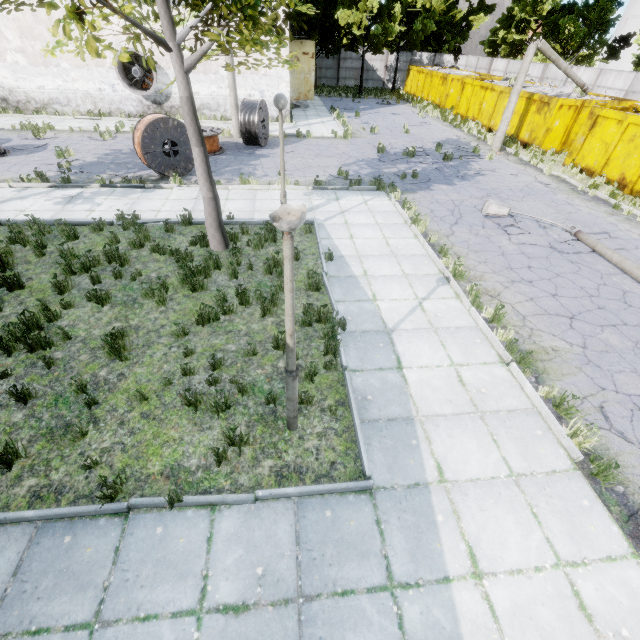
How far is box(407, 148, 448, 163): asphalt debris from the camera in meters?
15.9

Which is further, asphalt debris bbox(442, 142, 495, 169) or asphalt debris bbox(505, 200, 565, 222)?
asphalt debris bbox(442, 142, 495, 169)

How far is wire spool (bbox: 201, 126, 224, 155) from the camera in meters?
14.9

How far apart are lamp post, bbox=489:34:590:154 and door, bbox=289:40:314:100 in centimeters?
1680cm

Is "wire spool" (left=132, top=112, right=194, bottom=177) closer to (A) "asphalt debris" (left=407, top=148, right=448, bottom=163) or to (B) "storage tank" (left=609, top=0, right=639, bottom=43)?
(A) "asphalt debris" (left=407, top=148, right=448, bottom=163)

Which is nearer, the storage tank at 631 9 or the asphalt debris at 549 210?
the asphalt debris at 549 210

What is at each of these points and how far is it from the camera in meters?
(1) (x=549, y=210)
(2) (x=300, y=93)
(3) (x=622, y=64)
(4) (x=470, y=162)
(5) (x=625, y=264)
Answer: (1) asphalt debris, 11.7 m
(2) door, 26.8 m
(3) storage tank, 48.3 m
(4) asphalt debris, 16.1 m
(5) lamp post, 8.6 m

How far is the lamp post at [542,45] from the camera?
15.1 meters
